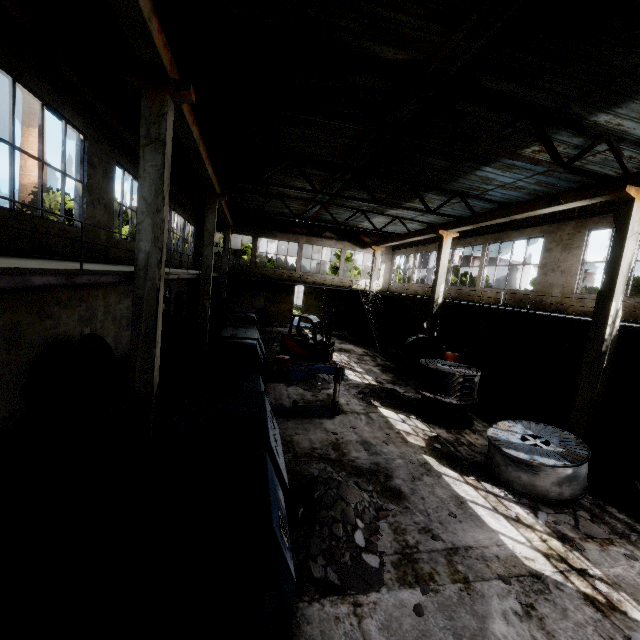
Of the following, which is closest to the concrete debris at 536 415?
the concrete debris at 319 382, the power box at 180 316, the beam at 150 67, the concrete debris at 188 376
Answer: the concrete debris at 319 382

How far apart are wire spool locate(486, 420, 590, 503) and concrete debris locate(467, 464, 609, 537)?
0.0m

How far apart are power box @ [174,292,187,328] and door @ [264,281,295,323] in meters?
7.8

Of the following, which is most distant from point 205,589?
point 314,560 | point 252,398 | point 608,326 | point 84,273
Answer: point 608,326

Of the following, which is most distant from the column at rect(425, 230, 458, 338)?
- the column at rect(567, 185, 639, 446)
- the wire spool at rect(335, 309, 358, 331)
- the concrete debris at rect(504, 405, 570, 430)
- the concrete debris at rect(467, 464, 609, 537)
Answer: the wire spool at rect(335, 309, 358, 331)

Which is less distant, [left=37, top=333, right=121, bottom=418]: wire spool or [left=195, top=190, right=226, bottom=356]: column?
[left=37, top=333, right=121, bottom=418]: wire spool

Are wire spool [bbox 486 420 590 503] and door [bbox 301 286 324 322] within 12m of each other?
no

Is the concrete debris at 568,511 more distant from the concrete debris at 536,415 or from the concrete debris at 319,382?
the concrete debris at 319,382
